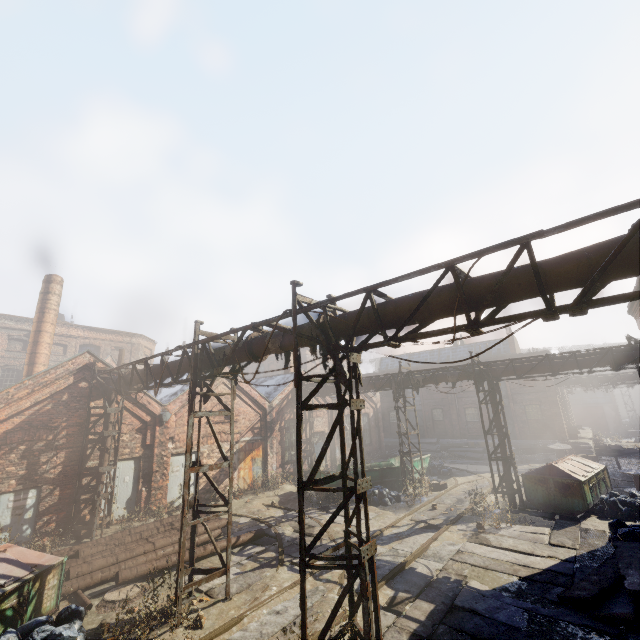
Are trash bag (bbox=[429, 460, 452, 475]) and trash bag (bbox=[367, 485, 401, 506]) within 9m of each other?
yes

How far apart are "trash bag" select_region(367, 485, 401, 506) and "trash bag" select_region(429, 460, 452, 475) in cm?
626

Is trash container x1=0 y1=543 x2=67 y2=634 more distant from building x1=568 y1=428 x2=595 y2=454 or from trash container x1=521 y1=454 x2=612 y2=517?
building x1=568 y1=428 x2=595 y2=454

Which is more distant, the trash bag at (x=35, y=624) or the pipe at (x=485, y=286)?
the trash bag at (x=35, y=624)

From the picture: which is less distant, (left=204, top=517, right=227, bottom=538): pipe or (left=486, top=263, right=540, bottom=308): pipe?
(left=486, top=263, right=540, bottom=308): pipe

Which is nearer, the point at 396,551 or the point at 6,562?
the point at 6,562

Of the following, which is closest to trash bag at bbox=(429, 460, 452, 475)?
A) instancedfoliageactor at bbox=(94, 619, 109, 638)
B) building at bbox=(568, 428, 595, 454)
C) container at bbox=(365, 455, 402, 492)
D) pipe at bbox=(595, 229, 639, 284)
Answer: container at bbox=(365, 455, 402, 492)

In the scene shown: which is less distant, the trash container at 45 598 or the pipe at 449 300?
the pipe at 449 300
